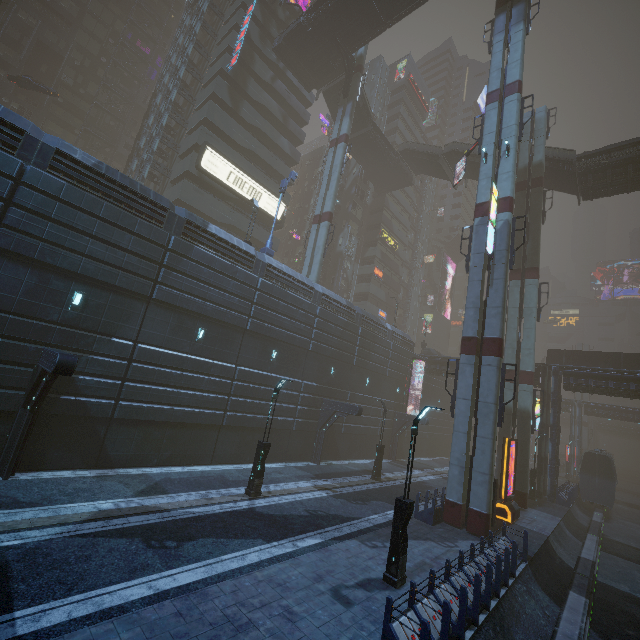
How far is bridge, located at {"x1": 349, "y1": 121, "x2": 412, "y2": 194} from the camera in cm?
4197

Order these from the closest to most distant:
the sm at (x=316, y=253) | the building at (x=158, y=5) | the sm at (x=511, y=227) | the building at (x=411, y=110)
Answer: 1. the sm at (x=511, y=227)
2. the sm at (x=316, y=253)
3. the building at (x=411, y=110)
4. the building at (x=158, y=5)

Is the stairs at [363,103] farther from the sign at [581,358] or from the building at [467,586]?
the sign at [581,358]

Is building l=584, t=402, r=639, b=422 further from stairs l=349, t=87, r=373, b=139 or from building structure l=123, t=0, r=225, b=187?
stairs l=349, t=87, r=373, b=139

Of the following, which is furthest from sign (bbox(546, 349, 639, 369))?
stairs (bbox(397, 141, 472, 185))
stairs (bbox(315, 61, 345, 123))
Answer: stairs (bbox(315, 61, 345, 123))

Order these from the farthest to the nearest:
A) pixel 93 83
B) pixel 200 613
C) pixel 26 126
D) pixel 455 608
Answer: pixel 93 83 < pixel 26 126 < pixel 455 608 < pixel 200 613

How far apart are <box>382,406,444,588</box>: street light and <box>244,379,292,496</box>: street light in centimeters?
668cm

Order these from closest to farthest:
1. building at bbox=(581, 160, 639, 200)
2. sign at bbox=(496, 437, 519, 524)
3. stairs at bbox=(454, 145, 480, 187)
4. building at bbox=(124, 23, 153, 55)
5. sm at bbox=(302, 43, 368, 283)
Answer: sign at bbox=(496, 437, 519, 524) < building at bbox=(581, 160, 639, 200) < sm at bbox=(302, 43, 368, 283) < stairs at bbox=(454, 145, 480, 187) < building at bbox=(124, 23, 153, 55)
